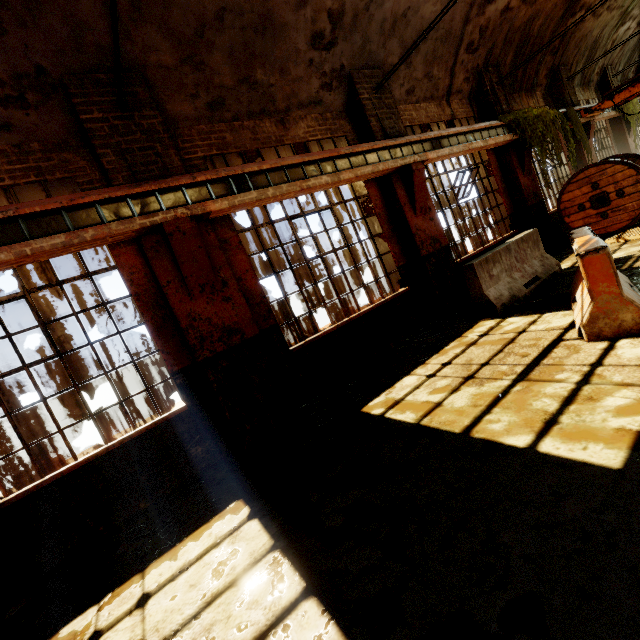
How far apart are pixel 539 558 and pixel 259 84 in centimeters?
701cm

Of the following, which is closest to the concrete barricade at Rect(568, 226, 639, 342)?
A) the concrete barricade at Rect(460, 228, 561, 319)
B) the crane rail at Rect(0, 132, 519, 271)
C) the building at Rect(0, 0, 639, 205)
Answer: the concrete barricade at Rect(460, 228, 561, 319)

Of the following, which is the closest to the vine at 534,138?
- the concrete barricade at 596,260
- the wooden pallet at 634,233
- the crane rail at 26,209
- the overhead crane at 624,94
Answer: the crane rail at 26,209

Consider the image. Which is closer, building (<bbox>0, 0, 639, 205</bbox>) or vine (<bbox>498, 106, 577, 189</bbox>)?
building (<bbox>0, 0, 639, 205</bbox>)

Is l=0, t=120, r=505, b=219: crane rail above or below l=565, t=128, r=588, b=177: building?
above

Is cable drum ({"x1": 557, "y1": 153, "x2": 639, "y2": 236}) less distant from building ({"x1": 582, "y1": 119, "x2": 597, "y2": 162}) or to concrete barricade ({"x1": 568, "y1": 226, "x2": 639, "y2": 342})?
building ({"x1": 582, "y1": 119, "x2": 597, "y2": 162})

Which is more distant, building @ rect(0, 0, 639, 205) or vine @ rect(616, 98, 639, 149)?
vine @ rect(616, 98, 639, 149)

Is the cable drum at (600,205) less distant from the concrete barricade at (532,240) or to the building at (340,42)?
the building at (340,42)
